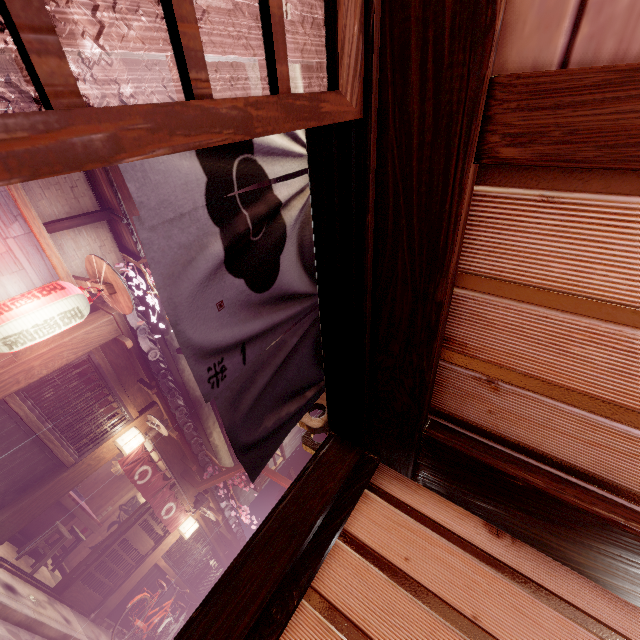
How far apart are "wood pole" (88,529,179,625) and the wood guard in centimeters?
1208cm

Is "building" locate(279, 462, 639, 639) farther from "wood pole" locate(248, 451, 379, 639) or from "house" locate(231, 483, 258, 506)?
"house" locate(231, 483, 258, 506)

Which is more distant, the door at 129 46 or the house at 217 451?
the house at 217 451

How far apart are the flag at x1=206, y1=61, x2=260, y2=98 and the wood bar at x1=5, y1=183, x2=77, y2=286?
8.27m

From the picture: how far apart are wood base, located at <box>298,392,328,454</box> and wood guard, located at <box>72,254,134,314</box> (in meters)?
5.89

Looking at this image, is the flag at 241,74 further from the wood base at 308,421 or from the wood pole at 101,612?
the wood pole at 101,612

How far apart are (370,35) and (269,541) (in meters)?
4.15

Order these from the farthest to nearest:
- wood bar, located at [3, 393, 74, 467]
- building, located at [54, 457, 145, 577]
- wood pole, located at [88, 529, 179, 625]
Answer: building, located at [54, 457, 145, 577] → wood pole, located at [88, 529, 179, 625] → wood bar, located at [3, 393, 74, 467]
